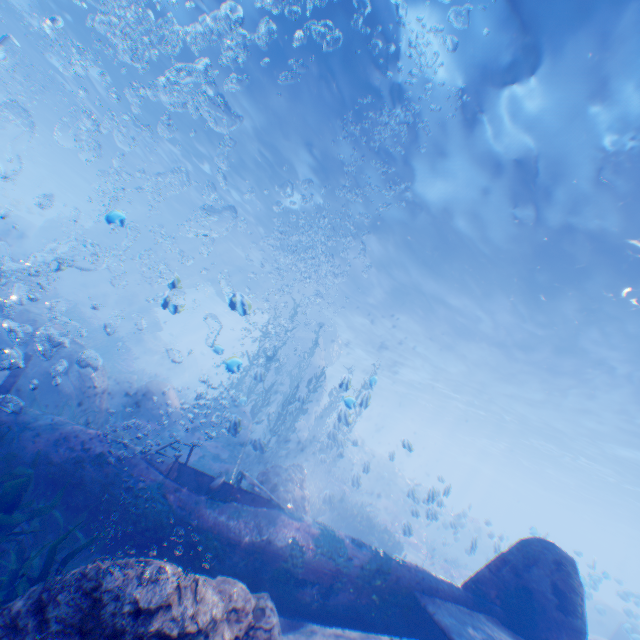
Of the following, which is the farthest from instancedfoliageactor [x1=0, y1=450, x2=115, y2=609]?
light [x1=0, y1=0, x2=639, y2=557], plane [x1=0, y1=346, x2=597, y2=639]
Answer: light [x1=0, y1=0, x2=639, y2=557]

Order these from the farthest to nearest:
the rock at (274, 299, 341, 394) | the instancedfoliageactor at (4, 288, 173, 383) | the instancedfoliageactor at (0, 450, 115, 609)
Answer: the rock at (274, 299, 341, 394)
the instancedfoliageactor at (4, 288, 173, 383)
the instancedfoliageactor at (0, 450, 115, 609)

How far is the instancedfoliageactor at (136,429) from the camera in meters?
9.4

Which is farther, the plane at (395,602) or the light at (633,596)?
the light at (633,596)

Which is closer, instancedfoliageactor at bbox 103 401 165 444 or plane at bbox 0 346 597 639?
plane at bbox 0 346 597 639

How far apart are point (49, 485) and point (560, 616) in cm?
840

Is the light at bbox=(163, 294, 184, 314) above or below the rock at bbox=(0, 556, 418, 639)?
above
